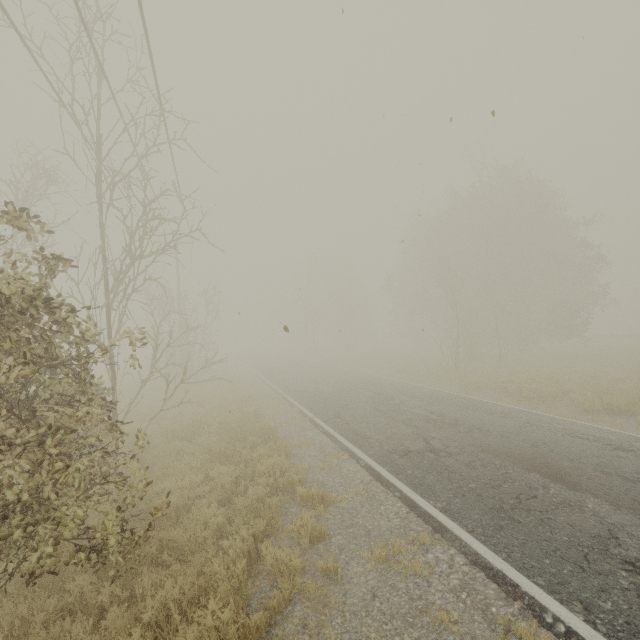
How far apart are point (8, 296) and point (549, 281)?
33.8 meters
